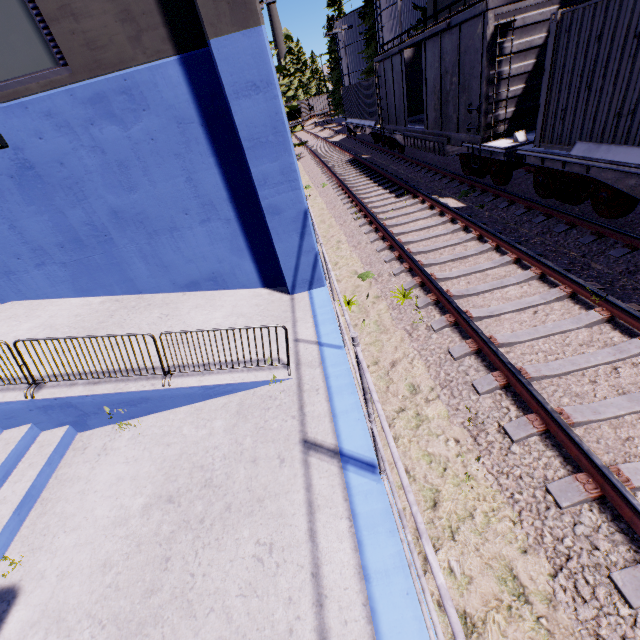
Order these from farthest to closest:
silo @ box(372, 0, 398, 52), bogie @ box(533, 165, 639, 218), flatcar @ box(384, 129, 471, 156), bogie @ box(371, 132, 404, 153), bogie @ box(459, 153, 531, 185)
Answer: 1. silo @ box(372, 0, 398, 52)
2. bogie @ box(371, 132, 404, 153)
3. flatcar @ box(384, 129, 471, 156)
4. bogie @ box(459, 153, 531, 185)
5. bogie @ box(533, 165, 639, 218)

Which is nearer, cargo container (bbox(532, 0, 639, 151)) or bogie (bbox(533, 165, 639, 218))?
cargo container (bbox(532, 0, 639, 151))

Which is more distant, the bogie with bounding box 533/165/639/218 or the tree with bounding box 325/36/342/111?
the tree with bounding box 325/36/342/111

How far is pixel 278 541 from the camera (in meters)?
3.55

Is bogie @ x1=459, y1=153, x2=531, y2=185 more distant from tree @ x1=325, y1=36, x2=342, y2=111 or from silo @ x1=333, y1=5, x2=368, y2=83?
silo @ x1=333, y1=5, x2=368, y2=83

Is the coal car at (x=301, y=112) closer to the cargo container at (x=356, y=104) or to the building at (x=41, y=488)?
the cargo container at (x=356, y=104)

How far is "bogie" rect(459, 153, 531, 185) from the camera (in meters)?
9.80

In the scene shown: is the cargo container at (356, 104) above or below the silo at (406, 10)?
below
